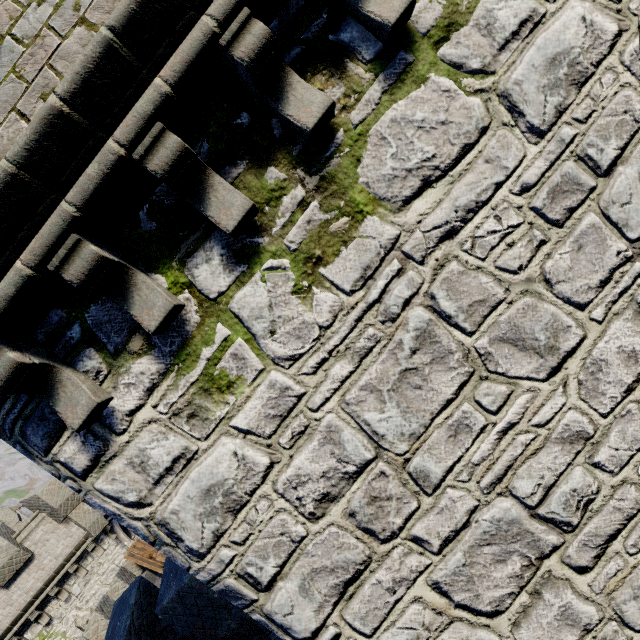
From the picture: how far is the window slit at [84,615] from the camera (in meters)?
15.16

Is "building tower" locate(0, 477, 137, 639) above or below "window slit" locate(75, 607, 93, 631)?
above

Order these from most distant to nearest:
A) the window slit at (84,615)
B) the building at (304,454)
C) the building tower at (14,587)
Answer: the window slit at (84,615), the building tower at (14,587), the building at (304,454)

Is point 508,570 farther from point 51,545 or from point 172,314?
point 51,545

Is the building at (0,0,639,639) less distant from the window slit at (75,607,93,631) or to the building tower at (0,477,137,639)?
the building tower at (0,477,137,639)

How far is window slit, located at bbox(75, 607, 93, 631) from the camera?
15.2 meters

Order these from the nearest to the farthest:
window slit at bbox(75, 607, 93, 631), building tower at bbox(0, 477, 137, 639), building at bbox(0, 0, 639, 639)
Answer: building at bbox(0, 0, 639, 639)
building tower at bbox(0, 477, 137, 639)
window slit at bbox(75, 607, 93, 631)
